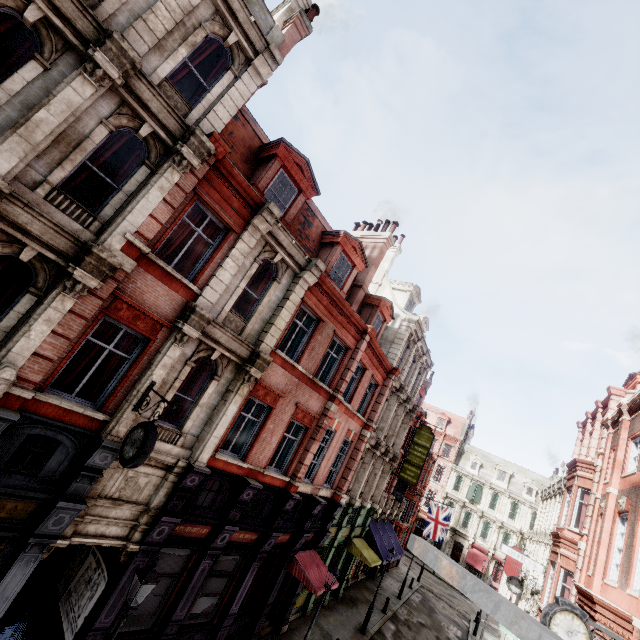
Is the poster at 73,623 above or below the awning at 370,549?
below

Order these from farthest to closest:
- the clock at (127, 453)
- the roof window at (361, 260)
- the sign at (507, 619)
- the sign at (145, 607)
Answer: the roof window at (361, 260) < the sign at (145, 607) < the clock at (127, 453) < the sign at (507, 619)

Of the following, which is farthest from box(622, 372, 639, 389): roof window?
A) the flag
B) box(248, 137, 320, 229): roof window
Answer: box(248, 137, 320, 229): roof window

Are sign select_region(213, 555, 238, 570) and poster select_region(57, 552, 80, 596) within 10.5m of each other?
yes

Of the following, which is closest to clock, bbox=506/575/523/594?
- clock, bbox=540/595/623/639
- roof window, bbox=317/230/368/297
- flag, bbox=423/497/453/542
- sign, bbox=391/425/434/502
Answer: flag, bbox=423/497/453/542

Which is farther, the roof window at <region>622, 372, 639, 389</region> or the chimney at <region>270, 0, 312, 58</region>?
the roof window at <region>622, 372, 639, 389</region>

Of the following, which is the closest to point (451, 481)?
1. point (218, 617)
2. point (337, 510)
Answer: point (337, 510)

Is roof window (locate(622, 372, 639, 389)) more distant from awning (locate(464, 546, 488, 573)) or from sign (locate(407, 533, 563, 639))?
awning (locate(464, 546, 488, 573))
